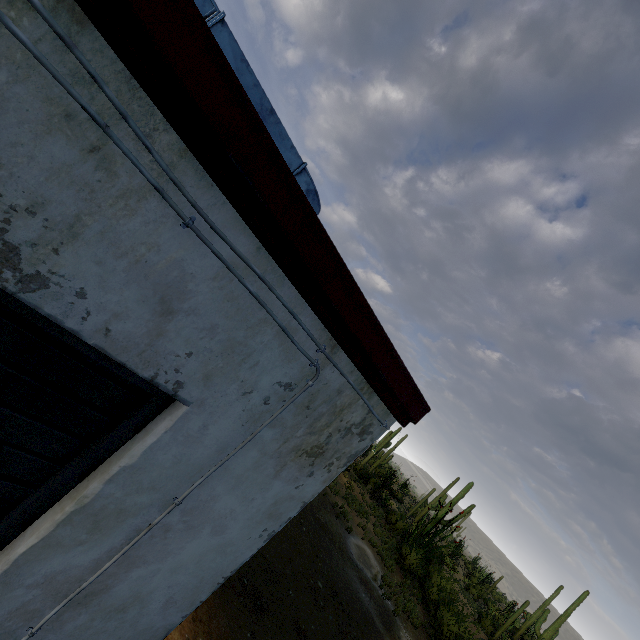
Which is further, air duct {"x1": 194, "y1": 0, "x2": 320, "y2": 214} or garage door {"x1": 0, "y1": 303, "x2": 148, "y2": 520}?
air duct {"x1": 194, "y1": 0, "x2": 320, "y2": 214}

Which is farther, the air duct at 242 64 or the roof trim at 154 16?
the air duct at 242 64

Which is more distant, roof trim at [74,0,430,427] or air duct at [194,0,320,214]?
air duct at [194,0,320,214]

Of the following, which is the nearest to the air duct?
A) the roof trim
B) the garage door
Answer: the roof trim

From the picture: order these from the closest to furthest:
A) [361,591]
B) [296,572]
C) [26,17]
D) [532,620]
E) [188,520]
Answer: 1. [26,17]
2. [188,520]
3. [296,572]
4. [361,591]
5. [532,620]

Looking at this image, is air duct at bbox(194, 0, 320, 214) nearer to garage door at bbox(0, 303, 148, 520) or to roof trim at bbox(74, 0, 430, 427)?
roof trim at bbox(74, 0, 430, 427)

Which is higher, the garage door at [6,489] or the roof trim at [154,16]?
the roof trim at [154,16]
